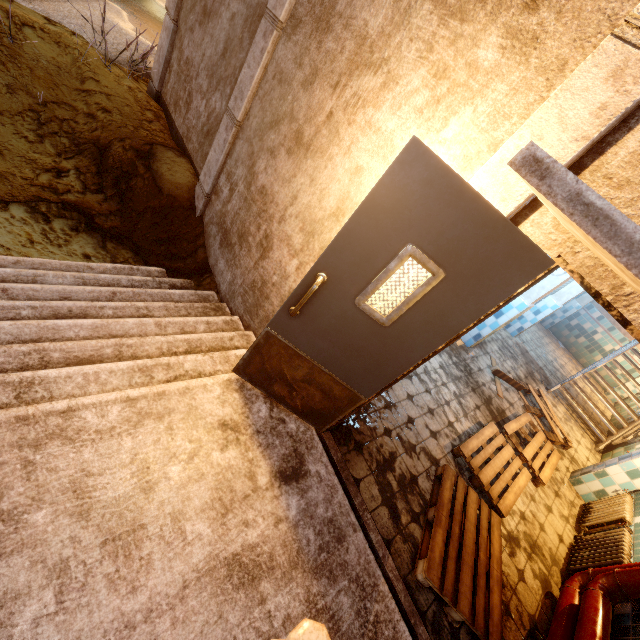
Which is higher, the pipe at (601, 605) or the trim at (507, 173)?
the trim at (507, 173)

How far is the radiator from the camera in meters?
3.4

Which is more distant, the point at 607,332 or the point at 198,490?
the point at 607,332

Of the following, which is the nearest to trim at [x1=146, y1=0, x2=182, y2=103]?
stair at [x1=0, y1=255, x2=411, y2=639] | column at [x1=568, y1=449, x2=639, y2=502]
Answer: stair at [x1=0, y1=255, x2=411, y2=639]

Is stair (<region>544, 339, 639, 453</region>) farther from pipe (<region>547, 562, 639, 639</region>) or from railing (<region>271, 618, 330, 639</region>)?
railing (<region>271, 618, 330, 639</region>)

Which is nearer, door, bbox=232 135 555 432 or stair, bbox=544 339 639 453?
door, bbox=232 135 555 432

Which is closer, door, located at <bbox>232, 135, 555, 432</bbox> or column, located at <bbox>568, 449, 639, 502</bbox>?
door, located at <bbox>232, 135, 555, 432</bbox>

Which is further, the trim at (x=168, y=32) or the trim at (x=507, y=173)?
the trim at (x=168, y=32)
